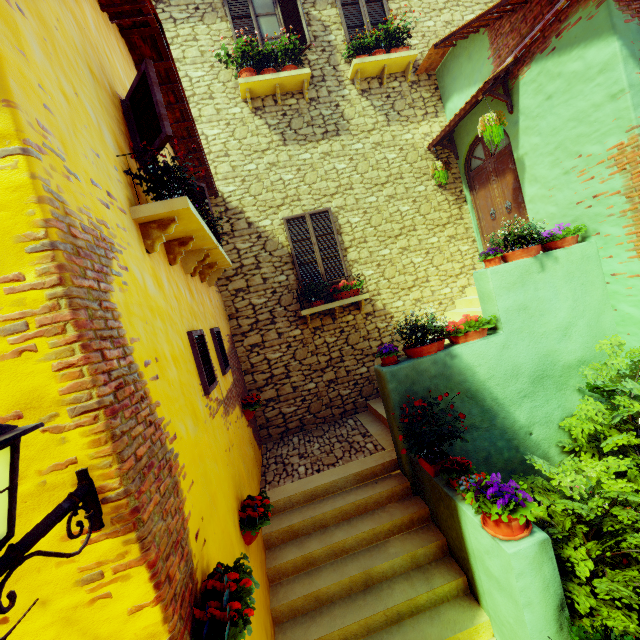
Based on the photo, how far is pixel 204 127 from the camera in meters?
6.9

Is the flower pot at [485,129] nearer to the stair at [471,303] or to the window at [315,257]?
the stair at [471,303]

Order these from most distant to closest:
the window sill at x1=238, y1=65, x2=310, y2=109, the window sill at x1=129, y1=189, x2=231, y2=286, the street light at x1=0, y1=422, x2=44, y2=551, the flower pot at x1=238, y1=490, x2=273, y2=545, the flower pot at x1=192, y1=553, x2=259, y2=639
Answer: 1. the window sill at x1=238, y1=65, x2=310, y2=109
2. the flower pot at x1=238, y1=490, x2=273, y2=545
3. the window sill at x1=129, y1=189, x2=231, y2=286
4. the flower pot at x1=192, y1=553, x2=259, y2=639
5. the street light at x1=0, y1=422, x2=44, y2=551

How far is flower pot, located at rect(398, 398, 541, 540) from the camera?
2.8 meters

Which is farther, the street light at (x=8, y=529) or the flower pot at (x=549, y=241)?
the flower pot at (x=549, y=241)

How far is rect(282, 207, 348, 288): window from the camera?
7.1m

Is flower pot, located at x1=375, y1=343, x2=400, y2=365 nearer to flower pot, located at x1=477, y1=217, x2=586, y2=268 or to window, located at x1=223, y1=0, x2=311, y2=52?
flower pot, located at x1=477, y1=217, x2=586, y2=268

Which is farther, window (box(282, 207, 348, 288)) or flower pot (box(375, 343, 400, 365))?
window (box(282, 207, 348, 288))
